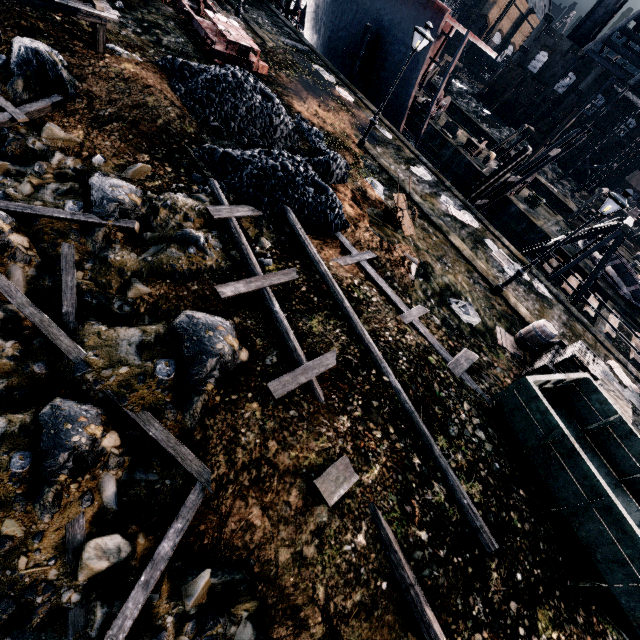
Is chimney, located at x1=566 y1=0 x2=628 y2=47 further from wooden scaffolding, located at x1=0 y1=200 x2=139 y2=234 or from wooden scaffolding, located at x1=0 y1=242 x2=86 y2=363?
Answer: wooden scaffolding, located at x1=0 y1=242 x2=86 y2=363

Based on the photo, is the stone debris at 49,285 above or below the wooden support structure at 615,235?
below

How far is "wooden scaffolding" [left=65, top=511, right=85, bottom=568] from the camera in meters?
5.2

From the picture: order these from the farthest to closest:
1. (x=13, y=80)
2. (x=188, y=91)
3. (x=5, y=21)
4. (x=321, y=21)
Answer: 1. (x=321, y=21)
2. (x=188, y=91)
3. (x=5, y=21)
4. (x=13, y=80)

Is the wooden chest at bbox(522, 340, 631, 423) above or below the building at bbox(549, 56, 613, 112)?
below

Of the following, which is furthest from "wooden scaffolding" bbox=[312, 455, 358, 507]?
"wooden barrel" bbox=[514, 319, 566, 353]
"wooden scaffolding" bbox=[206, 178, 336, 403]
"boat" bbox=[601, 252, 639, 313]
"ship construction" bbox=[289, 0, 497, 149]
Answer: "boat" bbox=[601, 252, 639, 313]

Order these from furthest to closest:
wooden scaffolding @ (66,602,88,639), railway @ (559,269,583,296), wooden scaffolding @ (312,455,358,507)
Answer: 1. railway @ (559,269,583,296)
2. wooden scaffolding @ (312,455,358,507)
3. wooden scaffolding @ (66,602,88,639)

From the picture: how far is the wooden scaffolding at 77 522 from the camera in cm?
523
